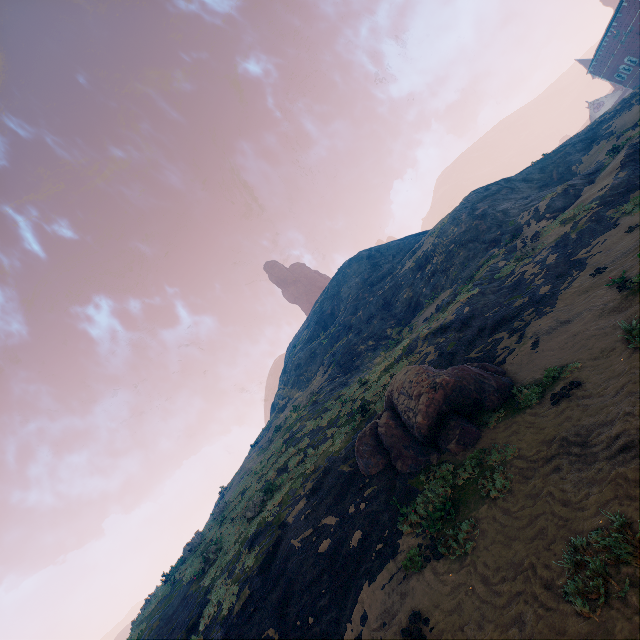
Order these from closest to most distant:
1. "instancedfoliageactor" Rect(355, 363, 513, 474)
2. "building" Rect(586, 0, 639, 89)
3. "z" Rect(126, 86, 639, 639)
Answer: "z" Rect(126, 86, 639, 639) < "instancedfoliageactor" Rect(355, 363, 513, 474) < "building" Rect(586, 0, 639, 89)

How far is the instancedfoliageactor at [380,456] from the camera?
9.74m

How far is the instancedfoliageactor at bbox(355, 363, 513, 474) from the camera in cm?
974

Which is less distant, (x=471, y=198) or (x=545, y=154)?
(x=471, y=198)

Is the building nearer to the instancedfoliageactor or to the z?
the z

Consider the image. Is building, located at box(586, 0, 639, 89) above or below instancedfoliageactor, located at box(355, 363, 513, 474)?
above

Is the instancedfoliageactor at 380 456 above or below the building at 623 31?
below

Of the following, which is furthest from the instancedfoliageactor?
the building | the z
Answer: the building
